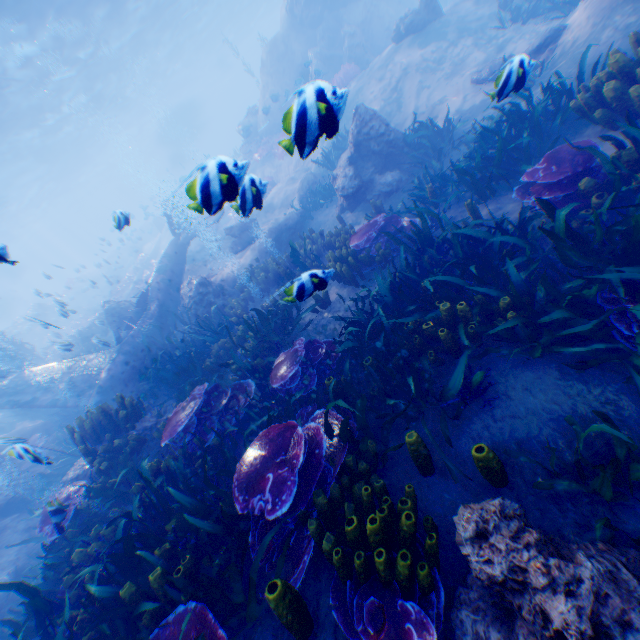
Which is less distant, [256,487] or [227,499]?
[256,487]

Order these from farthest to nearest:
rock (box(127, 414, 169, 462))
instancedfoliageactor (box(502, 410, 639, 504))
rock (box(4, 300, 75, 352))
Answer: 1. rock (box(4, 300, 75, 352))
2. rock (box(127, 414, 169, 462))
3. instancedfoliageactor (box(502, 410, 639, 504))

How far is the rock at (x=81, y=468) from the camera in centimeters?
662cm

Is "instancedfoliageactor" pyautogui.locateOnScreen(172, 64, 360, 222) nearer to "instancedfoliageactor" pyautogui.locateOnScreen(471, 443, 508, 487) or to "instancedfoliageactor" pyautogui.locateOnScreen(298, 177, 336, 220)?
"instancedfoliageactor" pyautogui.locateOnScreen(471, 443, 508, 487)

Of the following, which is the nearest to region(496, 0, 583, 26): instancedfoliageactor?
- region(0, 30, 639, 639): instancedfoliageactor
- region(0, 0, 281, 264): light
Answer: region(0, 30, 639, 639): instancedfoliageactor

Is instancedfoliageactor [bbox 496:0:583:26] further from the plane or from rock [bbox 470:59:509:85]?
the plane

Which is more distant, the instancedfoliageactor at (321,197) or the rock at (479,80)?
the instancedfoliageactor at (321,197)

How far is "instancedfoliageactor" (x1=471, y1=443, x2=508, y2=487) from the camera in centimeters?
290cm
